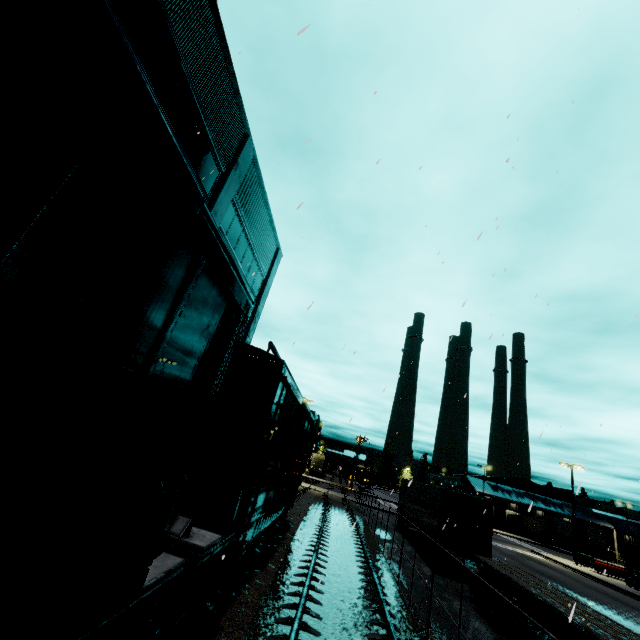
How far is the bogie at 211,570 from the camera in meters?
5.1 m

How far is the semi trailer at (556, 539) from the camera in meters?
49.9

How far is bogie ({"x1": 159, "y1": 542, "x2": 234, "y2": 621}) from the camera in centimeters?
506cm

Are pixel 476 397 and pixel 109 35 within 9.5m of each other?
no

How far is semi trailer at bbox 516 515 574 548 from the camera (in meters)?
49.88

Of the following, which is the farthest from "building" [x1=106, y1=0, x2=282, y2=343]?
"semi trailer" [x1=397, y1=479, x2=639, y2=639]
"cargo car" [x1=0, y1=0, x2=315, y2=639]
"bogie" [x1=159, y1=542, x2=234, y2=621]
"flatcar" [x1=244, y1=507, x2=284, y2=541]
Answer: "bogie" [x1=159, y1=542, x2=234, y2=621]

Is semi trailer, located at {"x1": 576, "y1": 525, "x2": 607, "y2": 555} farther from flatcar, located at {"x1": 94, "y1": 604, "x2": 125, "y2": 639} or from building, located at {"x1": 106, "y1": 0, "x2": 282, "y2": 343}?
flatcar, located at {"x1": 94, "y1": 604, "x2": 125, "y2": 639}

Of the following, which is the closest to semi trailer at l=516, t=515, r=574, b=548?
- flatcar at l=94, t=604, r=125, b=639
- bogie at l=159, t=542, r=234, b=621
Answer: flatcar at l=94, t=604, r=125, b=639
